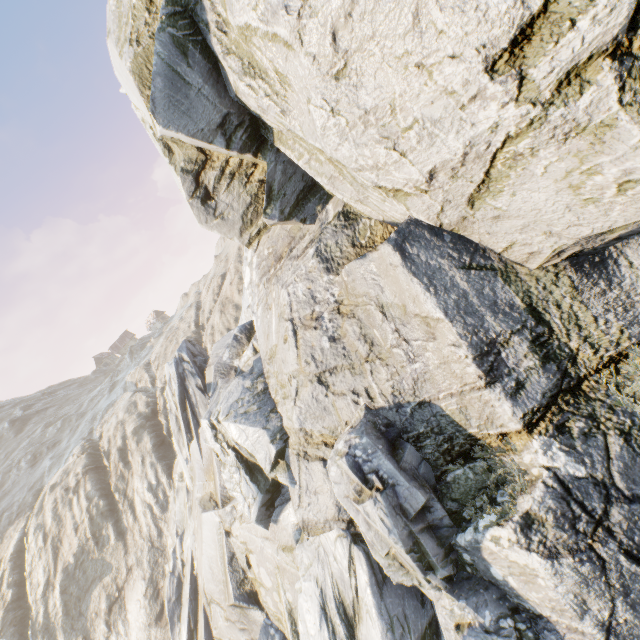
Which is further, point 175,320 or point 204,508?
point 175,320
